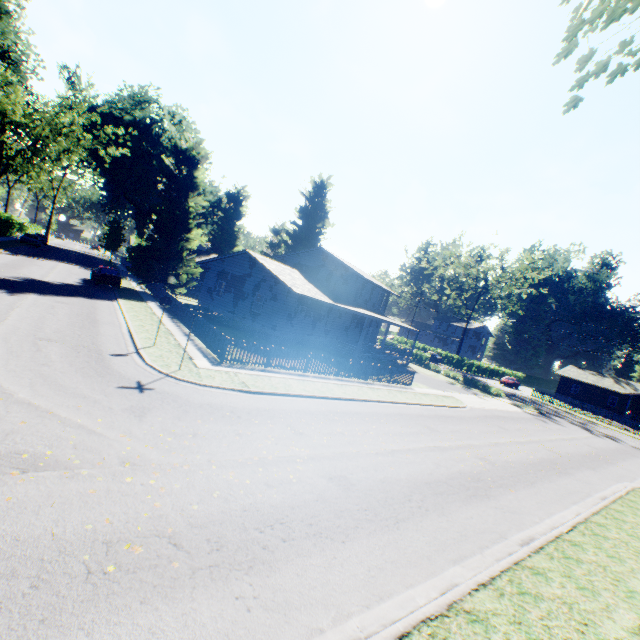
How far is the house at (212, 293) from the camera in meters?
26.0

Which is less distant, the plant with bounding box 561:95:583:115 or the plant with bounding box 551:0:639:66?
the plant with bounding box 551:0:639:66

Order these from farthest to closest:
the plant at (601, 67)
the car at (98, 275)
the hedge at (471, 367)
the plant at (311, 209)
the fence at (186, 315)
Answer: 1. the hedge at (471, 367)
2. the plant at (311, 209)
3. the car at (98, 275)
4. the fence at (186, 315)
5. the plant at (601, 67)

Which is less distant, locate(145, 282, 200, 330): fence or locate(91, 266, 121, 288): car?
locate(145, 282, 200, 330): fence

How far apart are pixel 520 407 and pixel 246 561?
33.8m

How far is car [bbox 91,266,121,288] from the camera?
27.5m

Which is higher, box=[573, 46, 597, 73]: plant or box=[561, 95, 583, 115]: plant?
box=[573, 46, 597, 73]: plant

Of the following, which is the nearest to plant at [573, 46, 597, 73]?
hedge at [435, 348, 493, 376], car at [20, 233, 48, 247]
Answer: car at [20, 233, 48, 247]
